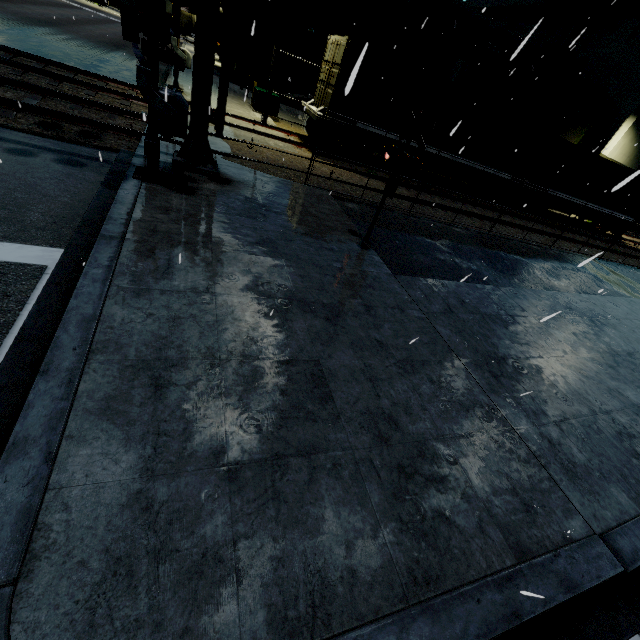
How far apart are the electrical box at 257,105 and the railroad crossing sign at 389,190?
14.0m

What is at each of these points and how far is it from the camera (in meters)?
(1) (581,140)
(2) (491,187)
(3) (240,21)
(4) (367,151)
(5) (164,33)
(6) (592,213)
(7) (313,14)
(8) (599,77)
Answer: (1) tree, 29.25
(2) bogie, 18.31
(3) railroad crossing overhang, 6.30
(4) bogie, 15.08
(5) cargo container door, 22.91
(6) flatcar, 21.94
(7) building, 24.78
(8) building, 28.97

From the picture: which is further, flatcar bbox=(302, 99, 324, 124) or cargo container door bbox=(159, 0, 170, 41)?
cargo container door bbox=(159, 0, 170, 41)

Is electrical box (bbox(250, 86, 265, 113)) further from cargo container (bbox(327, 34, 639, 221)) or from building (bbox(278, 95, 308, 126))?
cargo container (bbox(327, 34, 639, 221))

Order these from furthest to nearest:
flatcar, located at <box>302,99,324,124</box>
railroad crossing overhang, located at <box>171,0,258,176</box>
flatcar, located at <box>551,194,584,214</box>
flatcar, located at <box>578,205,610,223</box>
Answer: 1. flatcar, located at <box>578,205,610,223</box>
2. flatcar, located at <box>551,194,584,214</box>
3. flatcar, located at <box>302,99,324,124</box>
4. railroad crossing overhang, located at <box>171,0,258,176</box>

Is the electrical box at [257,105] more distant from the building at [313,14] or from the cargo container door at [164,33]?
the cargo container door at [164,33]

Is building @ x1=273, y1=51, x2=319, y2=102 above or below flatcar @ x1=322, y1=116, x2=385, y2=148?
above

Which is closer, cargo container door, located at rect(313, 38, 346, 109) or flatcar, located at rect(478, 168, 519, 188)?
cargo container door, located at rect(313, 38, 346, 109)
